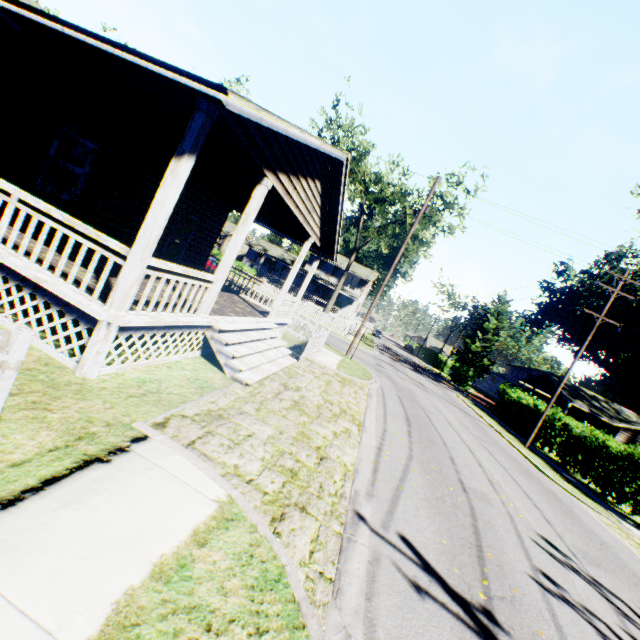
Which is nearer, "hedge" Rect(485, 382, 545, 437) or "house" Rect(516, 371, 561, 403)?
"hedge" Rect(485, 382, 545, 437)

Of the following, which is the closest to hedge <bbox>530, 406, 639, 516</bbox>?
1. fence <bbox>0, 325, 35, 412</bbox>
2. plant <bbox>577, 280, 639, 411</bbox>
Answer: fence <bbox>0, 325, 35, 412</bbox>

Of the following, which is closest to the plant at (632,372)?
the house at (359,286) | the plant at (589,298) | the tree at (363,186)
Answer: the plant at (589,298)

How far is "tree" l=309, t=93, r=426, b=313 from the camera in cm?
2997

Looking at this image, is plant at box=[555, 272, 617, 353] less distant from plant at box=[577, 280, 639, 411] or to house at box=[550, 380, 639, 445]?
house at box=[550, 380, 639, 445]

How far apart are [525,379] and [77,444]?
48.0 meters

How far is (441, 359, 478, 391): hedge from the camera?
43.31m

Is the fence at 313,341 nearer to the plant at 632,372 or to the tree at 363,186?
the tree at 363,186
